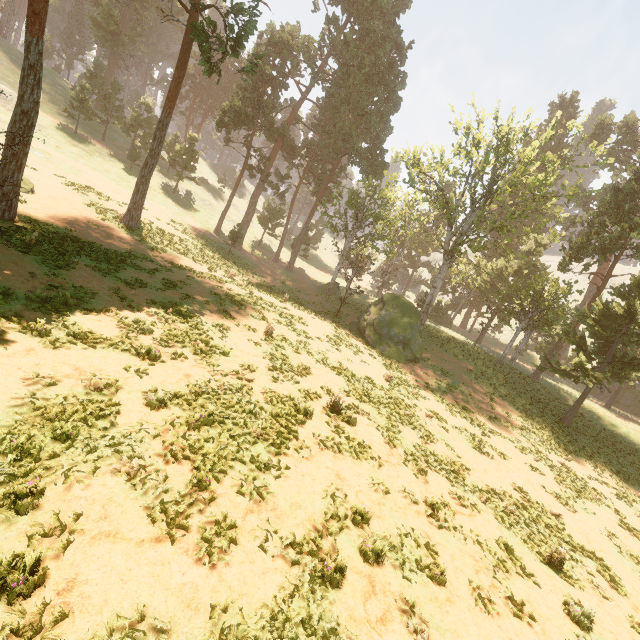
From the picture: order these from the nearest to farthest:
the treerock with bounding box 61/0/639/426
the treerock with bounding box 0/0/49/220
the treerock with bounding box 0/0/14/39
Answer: the treerock with bounding box 0/0/49/220 < the treerock with bounding box 61/0/639/426 < the treerock with bounding box 0/0/14/39

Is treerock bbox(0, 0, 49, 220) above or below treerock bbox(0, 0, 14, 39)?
below

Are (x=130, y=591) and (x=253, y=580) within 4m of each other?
yes

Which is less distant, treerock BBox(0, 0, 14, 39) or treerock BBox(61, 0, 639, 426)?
treerock BBox(61, 0, 639, 426)

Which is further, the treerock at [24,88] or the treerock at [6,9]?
the treerock at [6,9]
